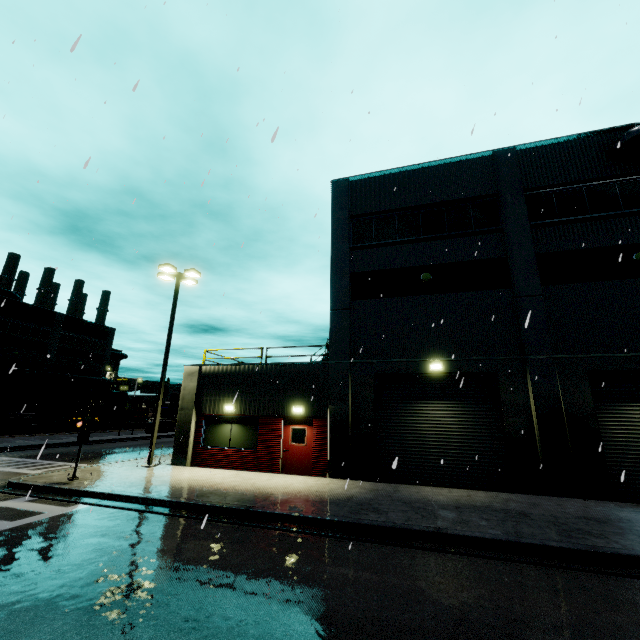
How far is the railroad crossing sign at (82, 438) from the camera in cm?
1195

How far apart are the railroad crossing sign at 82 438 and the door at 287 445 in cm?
686

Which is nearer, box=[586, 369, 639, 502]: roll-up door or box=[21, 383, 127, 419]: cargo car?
box=[586, 369, 639, 502]: roll-up door

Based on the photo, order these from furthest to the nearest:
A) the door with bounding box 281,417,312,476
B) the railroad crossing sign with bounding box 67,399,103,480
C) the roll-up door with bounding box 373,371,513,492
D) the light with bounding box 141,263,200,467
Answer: the light with bounding box 141,263,200,467
the door with bounding box 281,417,312,476
the roll-up door with bounding box 373,371,513,492
the railroad crossing sign with bounding box 67,399,103,480

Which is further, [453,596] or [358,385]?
[358,385]

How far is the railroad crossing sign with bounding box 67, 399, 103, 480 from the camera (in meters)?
11.95

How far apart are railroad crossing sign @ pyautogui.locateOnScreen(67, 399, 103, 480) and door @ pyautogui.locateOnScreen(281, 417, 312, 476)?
6.9m

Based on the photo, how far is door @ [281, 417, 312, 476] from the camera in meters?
14.2 m
